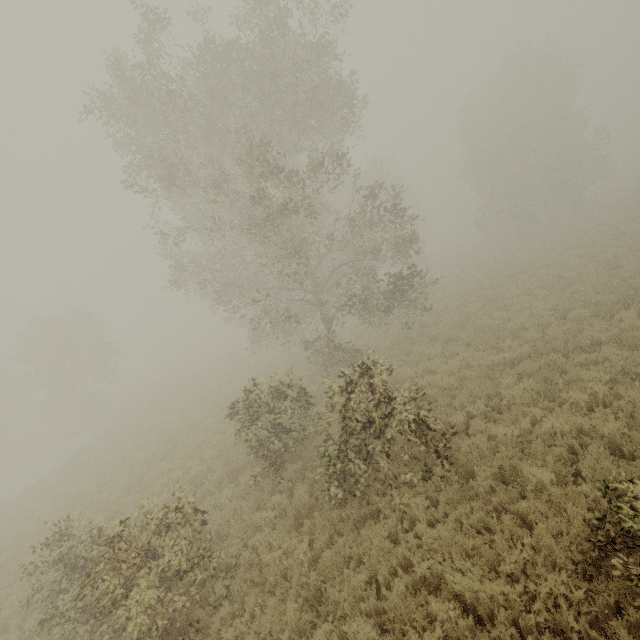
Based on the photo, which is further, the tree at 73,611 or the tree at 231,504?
the tree at 231,504

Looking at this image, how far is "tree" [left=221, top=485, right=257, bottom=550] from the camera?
7.6m

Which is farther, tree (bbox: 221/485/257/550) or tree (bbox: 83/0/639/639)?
tree (bbox: 221/485/257/550)

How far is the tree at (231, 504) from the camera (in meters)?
7.59

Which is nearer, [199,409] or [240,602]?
[240,602]

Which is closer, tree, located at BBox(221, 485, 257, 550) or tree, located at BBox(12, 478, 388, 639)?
tree, located at BBox(12, 478, 388, 639)
